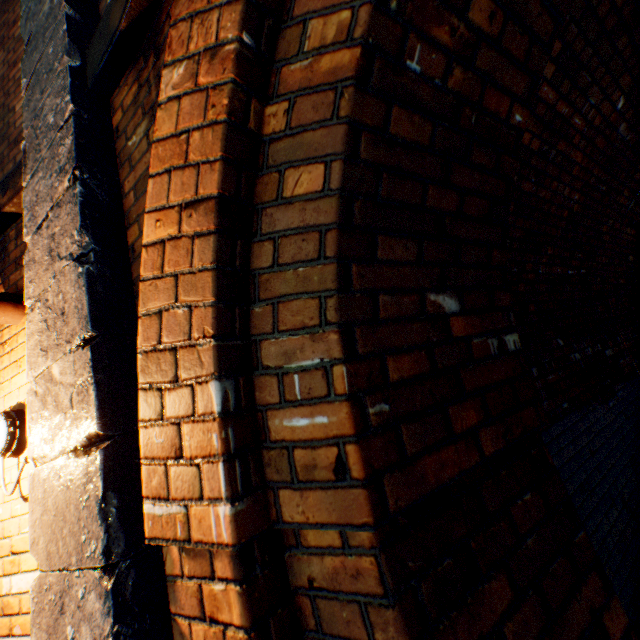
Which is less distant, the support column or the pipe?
the support column

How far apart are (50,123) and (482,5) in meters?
2.1 m

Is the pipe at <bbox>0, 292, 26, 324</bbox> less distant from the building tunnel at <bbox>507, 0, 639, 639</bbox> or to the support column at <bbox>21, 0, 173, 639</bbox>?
the support column at <bbox>21, 0, 173, 639</bbox>

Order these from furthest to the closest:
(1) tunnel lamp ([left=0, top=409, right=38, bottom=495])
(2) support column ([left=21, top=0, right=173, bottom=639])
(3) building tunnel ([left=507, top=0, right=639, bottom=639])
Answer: (3) building tunnel ([left=507, top=0, right=639, bottom=639]) → (1) tunnel lamp ([left=0, top=409, right=38, bottom=495]) → (2) support column ([left=21, top=0, right=173, bottom=639])

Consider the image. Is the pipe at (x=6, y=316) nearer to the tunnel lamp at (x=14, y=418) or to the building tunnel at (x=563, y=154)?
the tunnel lamp at (x=14, y=418)

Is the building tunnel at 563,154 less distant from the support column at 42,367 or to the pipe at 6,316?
the support column at 42,367

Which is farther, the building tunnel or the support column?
the building tunnel

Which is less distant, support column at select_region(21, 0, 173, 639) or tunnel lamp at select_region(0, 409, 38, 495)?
support column at select_region(21, 0, 173, 639)
